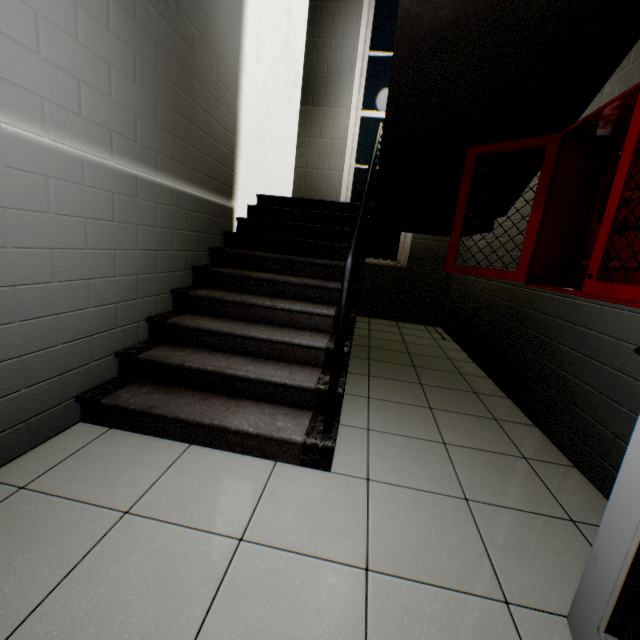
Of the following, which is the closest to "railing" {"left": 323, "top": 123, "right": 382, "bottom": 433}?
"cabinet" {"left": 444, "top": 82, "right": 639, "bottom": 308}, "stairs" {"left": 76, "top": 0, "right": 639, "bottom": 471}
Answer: "stairs" {"left": 76, "top": 0, "right": 639, "bottom": 471}

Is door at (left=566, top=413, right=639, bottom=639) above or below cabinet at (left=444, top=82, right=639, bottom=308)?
below

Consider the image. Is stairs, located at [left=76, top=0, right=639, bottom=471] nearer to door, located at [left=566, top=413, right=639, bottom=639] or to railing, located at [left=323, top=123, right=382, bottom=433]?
railing, located at [left=323, top=123, right=382, bottom=433]

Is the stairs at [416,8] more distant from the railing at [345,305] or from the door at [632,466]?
the door at [632,466]

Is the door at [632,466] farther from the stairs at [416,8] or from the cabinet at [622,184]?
the stairs at [416,8]

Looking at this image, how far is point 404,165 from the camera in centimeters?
323cm

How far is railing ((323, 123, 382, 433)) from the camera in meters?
1.6
